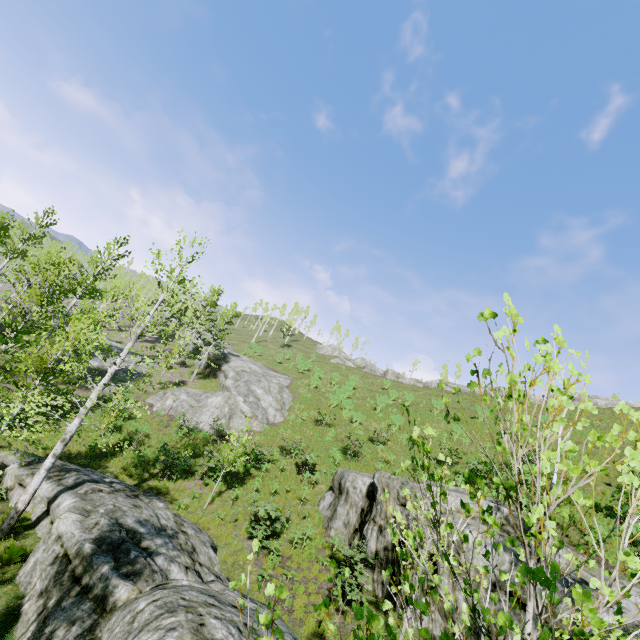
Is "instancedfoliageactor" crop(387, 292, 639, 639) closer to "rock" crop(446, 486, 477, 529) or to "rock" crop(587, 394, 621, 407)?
"rock" crop(446, 486, 477, 529)

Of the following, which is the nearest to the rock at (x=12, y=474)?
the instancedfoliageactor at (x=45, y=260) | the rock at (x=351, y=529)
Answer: the instancedfoliageactor at (x=45, y=260)

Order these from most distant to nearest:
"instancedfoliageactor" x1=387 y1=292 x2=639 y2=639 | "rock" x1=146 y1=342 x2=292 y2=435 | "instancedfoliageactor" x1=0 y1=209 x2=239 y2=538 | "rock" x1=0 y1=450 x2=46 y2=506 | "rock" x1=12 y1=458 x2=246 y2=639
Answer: "rock" x1=146 y1=342 x2=292 y2=435
"rock" x1=0 y1=450 x2=46 y2=506
"instancedfoliageactor" x1=0 y1=209 x2=239 y2=538
"rock" x1=12 y1=458 x2=246 y2=639
"instancedfoliageactor" x1=387 y1=292 x2=639 y2=639

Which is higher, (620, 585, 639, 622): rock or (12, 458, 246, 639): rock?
(620, 585, 639, 622): rock

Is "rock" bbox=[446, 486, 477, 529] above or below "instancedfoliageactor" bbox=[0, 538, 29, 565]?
above

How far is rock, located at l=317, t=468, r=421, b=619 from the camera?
11.4m

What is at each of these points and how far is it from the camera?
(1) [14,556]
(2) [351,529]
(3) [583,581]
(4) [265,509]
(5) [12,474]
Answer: (1) instancedfoliageactor, 9.2m
(2) rock, 14.2m
(3) rock, 9.3m
(4) instancedfoliageactor, 13.2m
(5) rock, 12.5m

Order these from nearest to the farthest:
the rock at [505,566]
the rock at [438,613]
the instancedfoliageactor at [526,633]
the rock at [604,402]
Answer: the instancedfoliageactor at [526,633]
the rock at [505,566]
the rock at [438,613]
the rock at [604,402]
